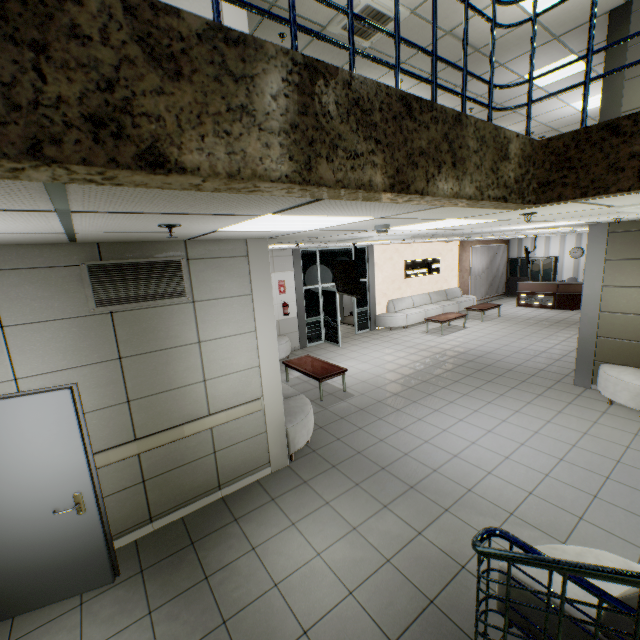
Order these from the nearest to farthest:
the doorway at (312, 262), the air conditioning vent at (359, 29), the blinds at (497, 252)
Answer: the air conditioning vent at (359, 29) → the doorway at (312, 262) → the blinds at (497, 252)

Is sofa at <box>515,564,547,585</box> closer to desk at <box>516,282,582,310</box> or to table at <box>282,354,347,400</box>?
table at <box>282,354,347,400</box>

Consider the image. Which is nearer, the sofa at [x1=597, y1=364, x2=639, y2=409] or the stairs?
the stairs

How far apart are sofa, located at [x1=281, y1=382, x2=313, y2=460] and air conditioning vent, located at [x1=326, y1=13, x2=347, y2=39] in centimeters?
594cm

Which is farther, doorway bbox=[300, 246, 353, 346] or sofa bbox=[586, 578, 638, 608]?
doorway bbox=[300, 246, 353, 346]

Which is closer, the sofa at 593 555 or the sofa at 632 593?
the sofa at 632 593

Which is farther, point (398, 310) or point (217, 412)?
point (398, 310)

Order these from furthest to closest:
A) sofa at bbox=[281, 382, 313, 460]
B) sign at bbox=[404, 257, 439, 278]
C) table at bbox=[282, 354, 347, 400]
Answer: sign at bbox=[404, 257, 439, 278] → table at bbox=[282, 354, 347, 400] → sofa at bbox=[281, 382, 313, 460]
